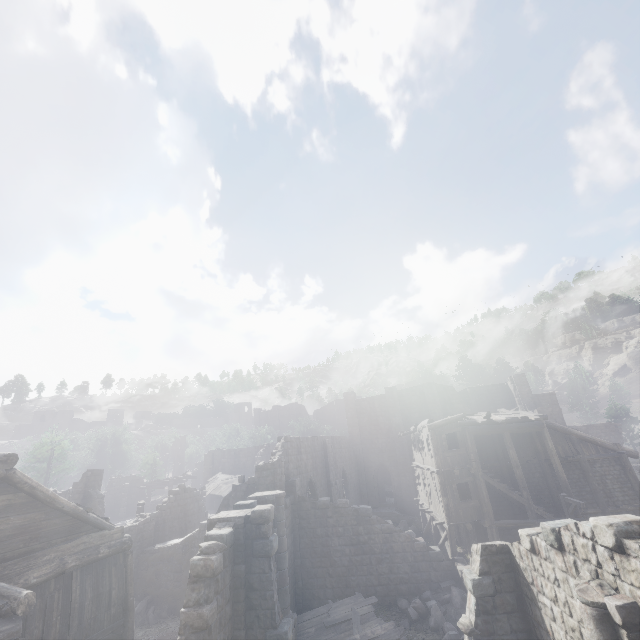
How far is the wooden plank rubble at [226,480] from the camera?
33.72m

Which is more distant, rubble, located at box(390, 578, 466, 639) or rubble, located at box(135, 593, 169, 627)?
rubble, located at box(135, 593, 169, 627)

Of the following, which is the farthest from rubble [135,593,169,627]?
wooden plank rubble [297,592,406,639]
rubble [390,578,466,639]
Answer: rubble [390,578,466,639]

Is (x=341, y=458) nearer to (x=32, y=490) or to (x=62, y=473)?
(x=32, y=490)

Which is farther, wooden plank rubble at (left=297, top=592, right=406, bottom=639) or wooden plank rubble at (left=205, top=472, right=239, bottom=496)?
wooden plank rubble at (left=205, top=472, right=239, bottom=496)

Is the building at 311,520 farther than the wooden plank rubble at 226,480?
No

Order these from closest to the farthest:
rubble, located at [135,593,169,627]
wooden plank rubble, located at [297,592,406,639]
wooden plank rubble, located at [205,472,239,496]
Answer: wooden plank rubble, located at [297,592,406,639] < rubble, located at [135,593,169,627] < wooden plank rubble, located at [205,472,239,496]

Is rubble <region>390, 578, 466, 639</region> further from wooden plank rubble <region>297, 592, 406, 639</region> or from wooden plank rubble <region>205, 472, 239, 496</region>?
wooden plank rubble <region>205, 472, 239, 496</region>
